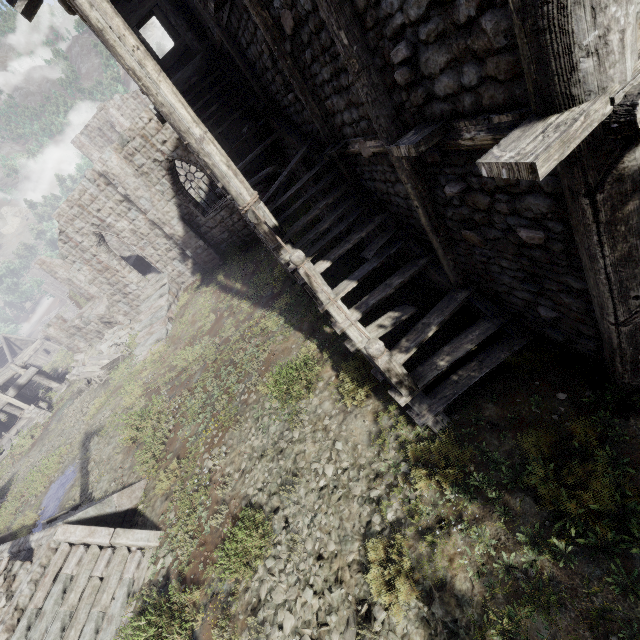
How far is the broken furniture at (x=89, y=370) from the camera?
18.9 meters

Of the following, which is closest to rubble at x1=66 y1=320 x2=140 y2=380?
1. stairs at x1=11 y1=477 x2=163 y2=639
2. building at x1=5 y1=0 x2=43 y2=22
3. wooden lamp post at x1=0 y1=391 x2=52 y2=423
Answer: building at x1=5 y1=0 x2=43 y2=22

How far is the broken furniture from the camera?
18.9 meters

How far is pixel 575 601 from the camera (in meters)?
3.21

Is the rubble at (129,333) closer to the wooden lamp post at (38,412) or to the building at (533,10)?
the building at (533,10)

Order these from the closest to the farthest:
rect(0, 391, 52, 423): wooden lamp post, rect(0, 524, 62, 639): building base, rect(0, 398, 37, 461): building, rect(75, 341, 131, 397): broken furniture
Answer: rect(0, 524, 62, 639): building base < rect(75, 341, 131, 397): broken furniture < rect(0, 391, 52, 423): wooden lamp post < rect(0, 398, 37, 461): building

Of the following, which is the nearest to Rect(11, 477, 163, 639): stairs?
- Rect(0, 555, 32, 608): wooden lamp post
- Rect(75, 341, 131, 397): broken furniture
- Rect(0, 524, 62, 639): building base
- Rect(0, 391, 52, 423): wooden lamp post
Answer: Rect(0, 524, 62, 639): building base

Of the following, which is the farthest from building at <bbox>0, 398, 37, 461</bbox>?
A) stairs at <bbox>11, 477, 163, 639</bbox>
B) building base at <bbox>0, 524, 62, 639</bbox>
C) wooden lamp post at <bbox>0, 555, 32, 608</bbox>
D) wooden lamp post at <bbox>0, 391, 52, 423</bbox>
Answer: wooden lamp post at <bbox>0, 555, 32, 608</bbox>
